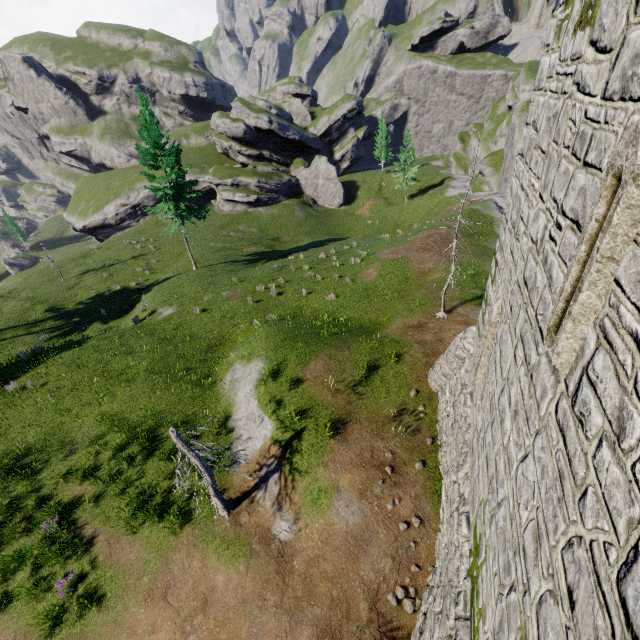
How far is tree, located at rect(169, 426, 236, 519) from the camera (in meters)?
9.30

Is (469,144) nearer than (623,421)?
No

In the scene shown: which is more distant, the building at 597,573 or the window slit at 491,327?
the window slit at 491,327

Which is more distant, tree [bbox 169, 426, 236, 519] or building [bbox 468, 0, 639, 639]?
tree [bbox 169, 426, 236, 519]

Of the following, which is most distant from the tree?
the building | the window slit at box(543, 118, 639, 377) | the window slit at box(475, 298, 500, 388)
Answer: the window slit at box(543, 118, 639, 377)

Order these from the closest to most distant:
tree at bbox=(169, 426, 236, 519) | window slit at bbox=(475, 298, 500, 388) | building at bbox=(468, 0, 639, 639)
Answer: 1. building at bbox=(468, 0, 639, 639)
2. window slit at bbox=(475, 298, 500, 388)
3. tree at bbox=(169, 426, 236, 519)

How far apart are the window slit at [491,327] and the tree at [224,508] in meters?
8.2

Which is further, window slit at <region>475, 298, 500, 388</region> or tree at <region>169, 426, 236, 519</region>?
tree at <region>169, 426, 236, 519</region>
